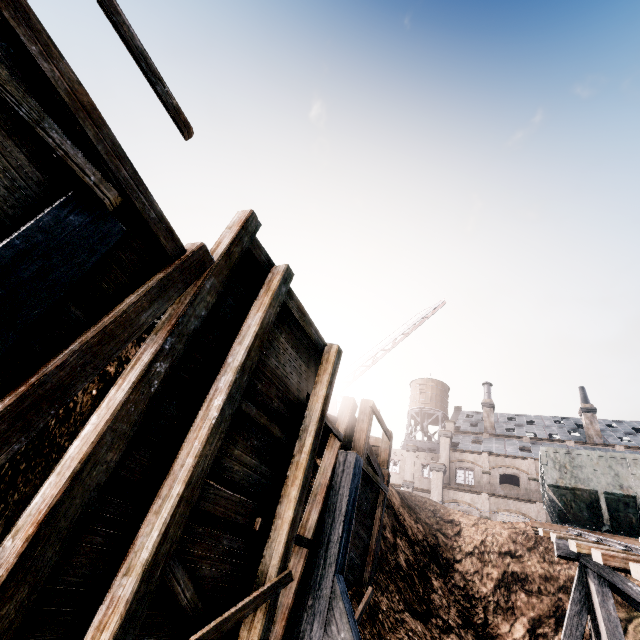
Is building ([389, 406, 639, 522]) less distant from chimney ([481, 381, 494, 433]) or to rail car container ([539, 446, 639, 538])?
chimney ([481, 381, 494, 433])

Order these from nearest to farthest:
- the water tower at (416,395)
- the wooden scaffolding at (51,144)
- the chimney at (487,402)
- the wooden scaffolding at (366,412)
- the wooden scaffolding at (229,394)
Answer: the wooden scaffolding at (51,144)
the wooden scaffolding at (229,394)
the wooden scaffolding at (366,412)
the chimney at (487,402)
the water tower at (416,395)

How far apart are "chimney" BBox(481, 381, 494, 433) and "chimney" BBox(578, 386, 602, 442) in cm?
947

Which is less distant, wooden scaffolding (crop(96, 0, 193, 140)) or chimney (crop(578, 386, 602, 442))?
wooden scaffolding (crop(96, 0, 193, 140))

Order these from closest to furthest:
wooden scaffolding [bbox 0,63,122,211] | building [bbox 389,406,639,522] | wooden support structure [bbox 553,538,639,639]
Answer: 1. wooden scaffolding [bbox 0,63,122,211]
2. wooden support structure [bbox 553,538,639,639]
3. building [bbox 389,406,639,522]

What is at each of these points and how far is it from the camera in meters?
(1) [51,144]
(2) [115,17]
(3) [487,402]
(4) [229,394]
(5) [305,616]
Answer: (1) wooden scaffolding, 3.1
(2) wooden scaffolding, 3.8
(3) chimney, 45.8
(4) wooden scaffolding, 4.9
(5) wooden brace, 7.0

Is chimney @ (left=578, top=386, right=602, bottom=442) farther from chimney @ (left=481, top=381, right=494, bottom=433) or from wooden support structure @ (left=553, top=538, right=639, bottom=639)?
wooden support structure @ (left=553, top=538, right=639, bottom=639)

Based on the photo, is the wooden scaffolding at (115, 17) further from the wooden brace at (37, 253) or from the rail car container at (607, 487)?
the rail car container at (607, 487)
